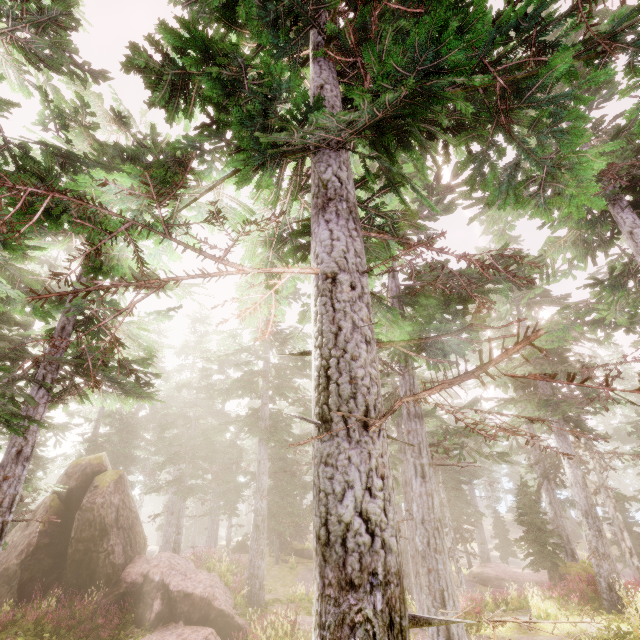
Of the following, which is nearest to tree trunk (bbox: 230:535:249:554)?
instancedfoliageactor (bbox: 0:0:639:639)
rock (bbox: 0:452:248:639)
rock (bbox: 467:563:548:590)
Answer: instancedfoliageactor (bbox: 0:0:639:639)

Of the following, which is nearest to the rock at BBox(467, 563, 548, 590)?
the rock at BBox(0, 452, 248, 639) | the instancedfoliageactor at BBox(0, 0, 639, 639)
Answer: the instancedfoliageactor at BBox(0, 0, 639, 639)

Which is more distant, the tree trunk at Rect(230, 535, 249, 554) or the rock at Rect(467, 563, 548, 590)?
the tree trunk at Rect(230, 535, 249, 554)

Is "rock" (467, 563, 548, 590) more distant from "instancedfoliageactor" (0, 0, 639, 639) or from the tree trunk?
the tree trunk

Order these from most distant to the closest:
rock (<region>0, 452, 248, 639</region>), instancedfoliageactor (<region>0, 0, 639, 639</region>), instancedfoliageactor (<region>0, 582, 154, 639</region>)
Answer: rock (<region>0, 452, 248, 639</region>) < instancedfoliageactor (<region>0, 582, 154, 639</region>) < instancedfoliageactor (<region>0, 0, 639, 639</region>)

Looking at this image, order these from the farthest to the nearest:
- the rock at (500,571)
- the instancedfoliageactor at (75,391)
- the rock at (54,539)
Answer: the rock at (500,571) → the rock at (54,539) → the instancedfoliageactor at (75,391)

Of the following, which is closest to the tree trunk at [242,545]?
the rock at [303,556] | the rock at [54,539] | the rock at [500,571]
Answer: the rock at [303,556]

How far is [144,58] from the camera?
4.8 meters
